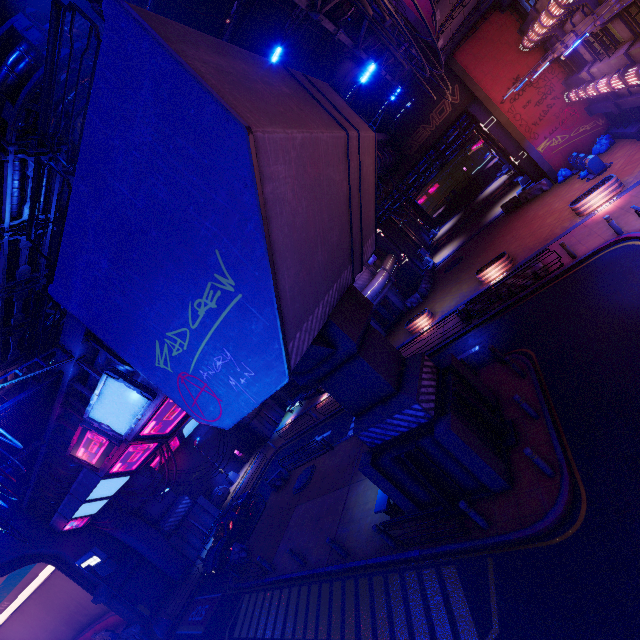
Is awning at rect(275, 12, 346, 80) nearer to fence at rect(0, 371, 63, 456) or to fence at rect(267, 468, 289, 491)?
fence at rect(0, 371, 63, 456)

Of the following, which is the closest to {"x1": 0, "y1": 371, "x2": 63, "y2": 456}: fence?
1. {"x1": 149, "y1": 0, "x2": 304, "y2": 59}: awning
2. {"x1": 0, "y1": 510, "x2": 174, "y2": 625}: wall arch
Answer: {"x1": 149, "y1": 0, "x2": 304, "y2": 59}: awning

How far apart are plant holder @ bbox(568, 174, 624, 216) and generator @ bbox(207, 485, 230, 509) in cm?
3576

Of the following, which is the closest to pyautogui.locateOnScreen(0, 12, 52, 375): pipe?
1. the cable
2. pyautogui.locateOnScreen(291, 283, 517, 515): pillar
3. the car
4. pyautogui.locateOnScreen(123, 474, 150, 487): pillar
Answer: the cable

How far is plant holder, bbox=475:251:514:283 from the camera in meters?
20.3 m

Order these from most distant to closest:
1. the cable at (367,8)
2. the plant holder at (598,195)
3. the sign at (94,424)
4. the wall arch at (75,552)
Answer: the wall arch at (75,552)
the plant holder at (598,195)
the sign at (94,424)
the cable at (367,8)

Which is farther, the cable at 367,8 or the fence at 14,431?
the fence at 14,431

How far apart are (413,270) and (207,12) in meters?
27.0 m
